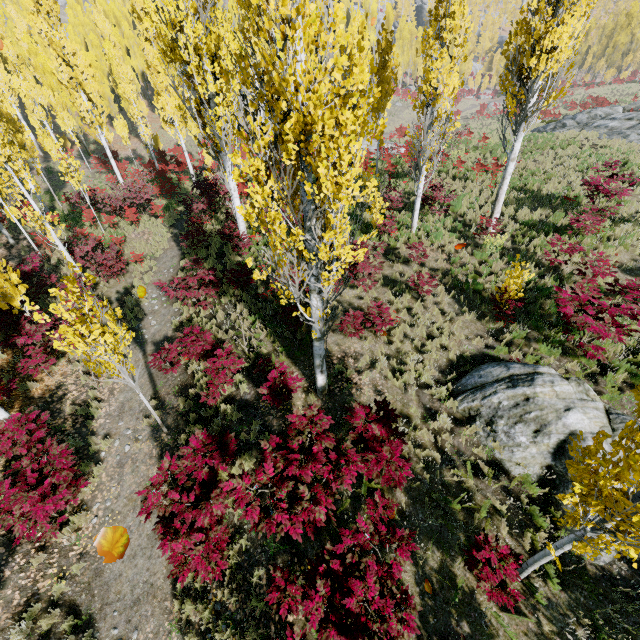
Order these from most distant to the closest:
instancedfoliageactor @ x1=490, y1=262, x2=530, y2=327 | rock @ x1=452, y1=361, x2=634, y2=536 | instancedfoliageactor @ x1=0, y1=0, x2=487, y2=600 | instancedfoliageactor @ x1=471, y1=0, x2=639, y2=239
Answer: instancedfoliageactor @ x1=490, y1=262, x2=530, y2=327 → instancedfoliageactor @ x1=471, y1=0, x2=639, y2=239 → rock @ x1=452, y1=361, x2=634, y2=536 → instancedfoliageactor @ x1=0, y1=0, x2=487, y2=600

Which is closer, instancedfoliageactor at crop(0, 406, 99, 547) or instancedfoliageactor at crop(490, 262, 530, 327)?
instancedfoliageactor at crop(0, 406, 99, 547)

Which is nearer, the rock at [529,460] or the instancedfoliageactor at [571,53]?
the rock at [529,460]

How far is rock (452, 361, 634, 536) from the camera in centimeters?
619cm

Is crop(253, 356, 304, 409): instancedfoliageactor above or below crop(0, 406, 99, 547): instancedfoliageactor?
above

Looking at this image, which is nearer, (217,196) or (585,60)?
(217,196)

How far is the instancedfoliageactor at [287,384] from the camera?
7.2 meters
